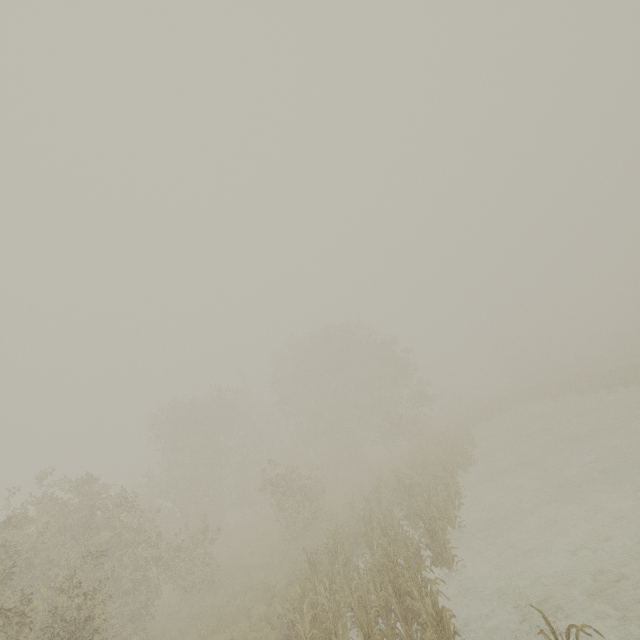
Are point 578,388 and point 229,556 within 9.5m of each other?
no
